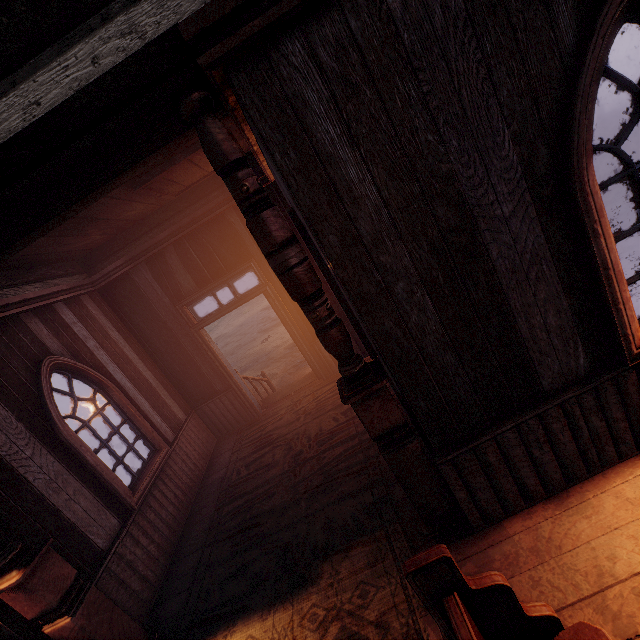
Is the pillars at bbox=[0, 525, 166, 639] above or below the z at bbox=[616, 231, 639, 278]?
above

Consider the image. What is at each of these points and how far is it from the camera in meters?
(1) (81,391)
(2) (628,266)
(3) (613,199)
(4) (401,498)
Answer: (1) z, 25.3
(2) z, 6.2
(3) z, 9.0
(4) building, 3.3

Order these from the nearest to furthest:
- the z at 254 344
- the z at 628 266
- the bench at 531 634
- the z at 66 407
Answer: the bench at 531 634, the z at 628 266, the z at 254 344, the z at 66 407

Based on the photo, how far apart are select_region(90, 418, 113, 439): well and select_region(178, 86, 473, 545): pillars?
7.40m

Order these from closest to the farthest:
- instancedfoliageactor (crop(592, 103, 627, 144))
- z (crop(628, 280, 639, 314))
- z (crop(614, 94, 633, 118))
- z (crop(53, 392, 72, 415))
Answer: z (crop(628, 280, 639, 314))
instancedfoliageactor (crop(592, 103, 627, 144))
z (crop(614, 94, 633, 118))
z (crop(53, 392, 72, 415))

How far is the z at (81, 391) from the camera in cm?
2505

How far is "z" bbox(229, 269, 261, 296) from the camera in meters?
32.5

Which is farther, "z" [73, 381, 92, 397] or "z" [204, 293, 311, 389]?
"z" [73, 381, 92, 397]
